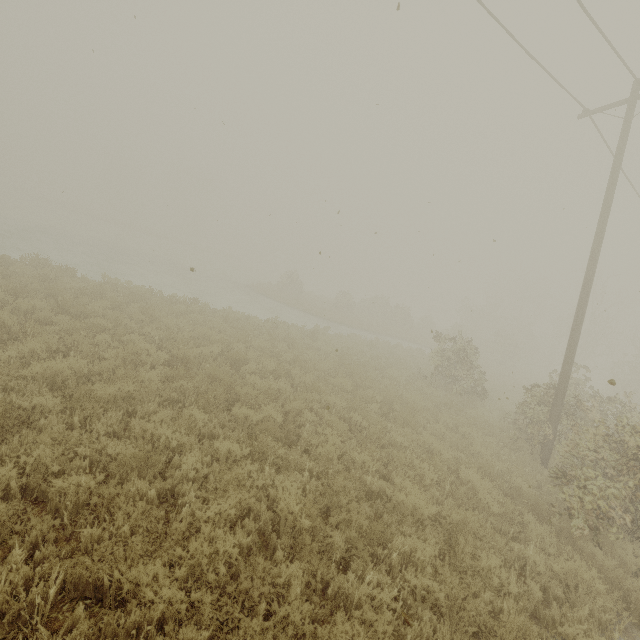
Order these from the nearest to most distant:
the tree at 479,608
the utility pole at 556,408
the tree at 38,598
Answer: the tree at 38,598 → the tree at 479,608 → the utility pole at 556,408

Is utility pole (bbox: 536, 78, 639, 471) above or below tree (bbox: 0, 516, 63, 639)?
above

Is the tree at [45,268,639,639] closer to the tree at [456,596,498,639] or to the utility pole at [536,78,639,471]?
the utility pole at [536,78,639,471]

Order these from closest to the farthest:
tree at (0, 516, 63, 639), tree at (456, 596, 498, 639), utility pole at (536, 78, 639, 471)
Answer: tree at (0, 516, 63, 639), tree at (456, 596, 498, 639), utility pole at (536, 78, 639, 471)

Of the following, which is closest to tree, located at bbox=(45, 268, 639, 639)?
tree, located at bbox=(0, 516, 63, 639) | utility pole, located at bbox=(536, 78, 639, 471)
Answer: utility pole, located at bbox=(536, 78, 639, 471)

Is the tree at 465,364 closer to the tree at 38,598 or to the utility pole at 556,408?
the utility pole at 556,408

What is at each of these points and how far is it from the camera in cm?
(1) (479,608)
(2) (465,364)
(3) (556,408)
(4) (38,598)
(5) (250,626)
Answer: (1) tree, 396
(2) tree, 1378
(3) utility pole, 997
(4) tree, 275
(5) tree, 316
